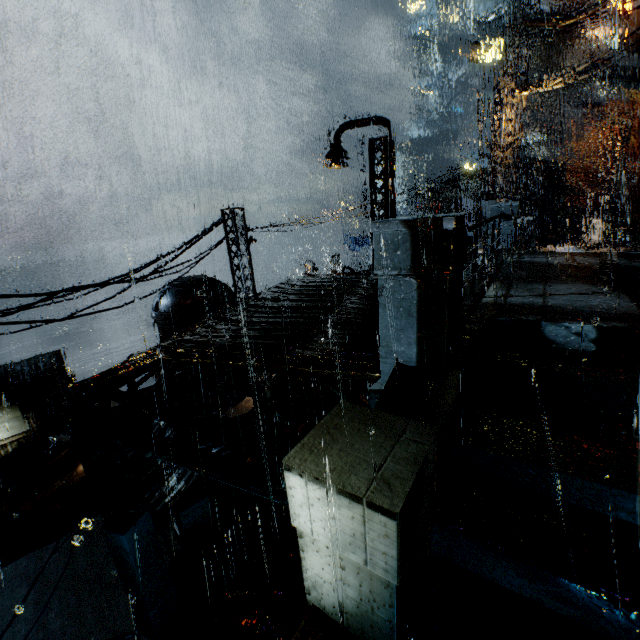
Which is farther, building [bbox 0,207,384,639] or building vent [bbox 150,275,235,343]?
building vent [bbox 150,275,235,343]

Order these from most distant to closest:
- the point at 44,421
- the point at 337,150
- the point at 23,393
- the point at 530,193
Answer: the point at 44,421
the point at 23,393
the point at 530,193
the point at 337,150

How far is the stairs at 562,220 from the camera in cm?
3662

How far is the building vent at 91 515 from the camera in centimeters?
1415cm

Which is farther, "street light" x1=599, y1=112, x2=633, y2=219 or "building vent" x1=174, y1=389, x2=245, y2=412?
"street light" x1=599, y1=112, x2=633, y2=219

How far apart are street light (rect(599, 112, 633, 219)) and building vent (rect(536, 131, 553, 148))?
35.59m

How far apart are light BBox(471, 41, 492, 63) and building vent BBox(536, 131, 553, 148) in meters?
43.8 m

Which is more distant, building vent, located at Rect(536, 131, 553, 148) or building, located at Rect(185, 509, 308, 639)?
building vent, located at Rect(536, 131, 553, 148)
